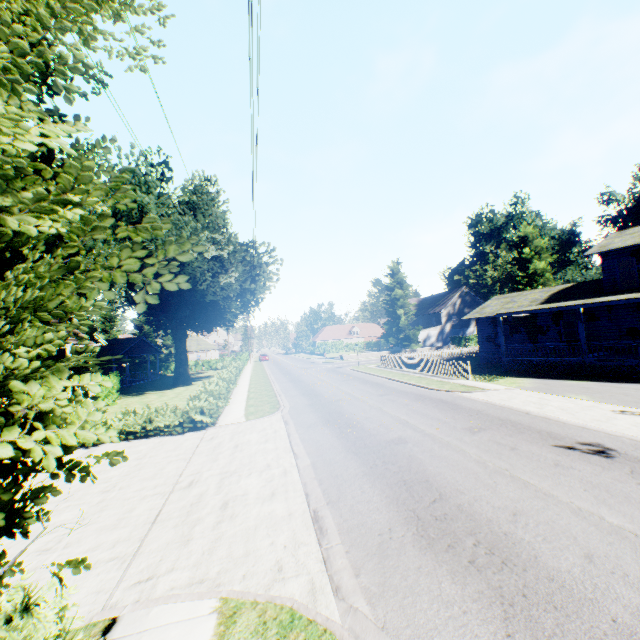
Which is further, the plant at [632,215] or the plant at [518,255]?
the plant at [632,215]

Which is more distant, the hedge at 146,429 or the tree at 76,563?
the hedge at 146,429

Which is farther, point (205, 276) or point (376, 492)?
point (205, 276)

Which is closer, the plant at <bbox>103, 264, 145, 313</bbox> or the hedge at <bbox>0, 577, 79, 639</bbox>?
the hedge at <bbox>0, 577, 79, 639</bbox>

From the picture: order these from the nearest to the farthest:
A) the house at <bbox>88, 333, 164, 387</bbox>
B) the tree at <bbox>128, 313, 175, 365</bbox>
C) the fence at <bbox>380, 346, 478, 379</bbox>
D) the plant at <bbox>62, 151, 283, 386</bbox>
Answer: the fence at <bbox>380, 346, 478, 379</bbox>, the plant at <bbox>62, 151, 283, 386</bbox>, the house at <bbox>88, 333, 164, 387</bbox>, the tree at <bbox>128, 313, 175, 365</bbox>

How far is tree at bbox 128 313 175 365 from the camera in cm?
5316

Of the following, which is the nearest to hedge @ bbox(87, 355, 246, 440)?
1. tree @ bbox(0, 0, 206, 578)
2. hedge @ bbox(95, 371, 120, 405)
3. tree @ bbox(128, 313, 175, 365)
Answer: tree @ bbox(0, 0, 206, 578)

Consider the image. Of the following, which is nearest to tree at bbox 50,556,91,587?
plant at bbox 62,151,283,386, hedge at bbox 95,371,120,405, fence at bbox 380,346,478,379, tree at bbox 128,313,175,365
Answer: plant at bbox 62,151,283,386
